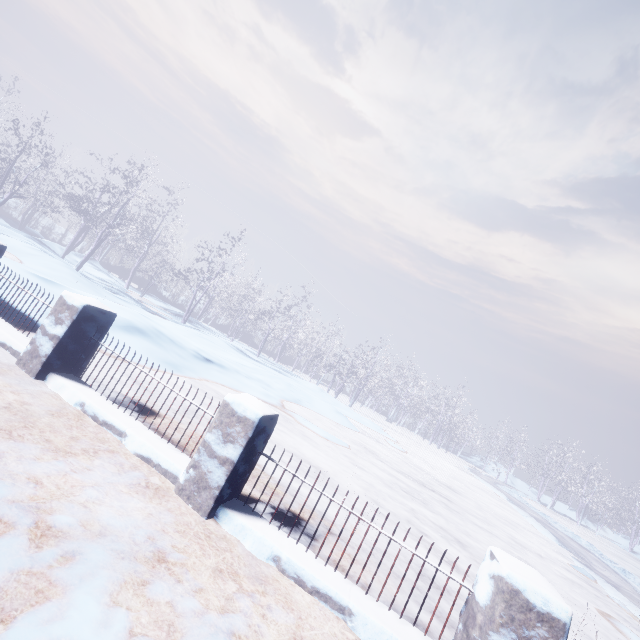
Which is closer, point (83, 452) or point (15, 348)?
point (83, 452)
